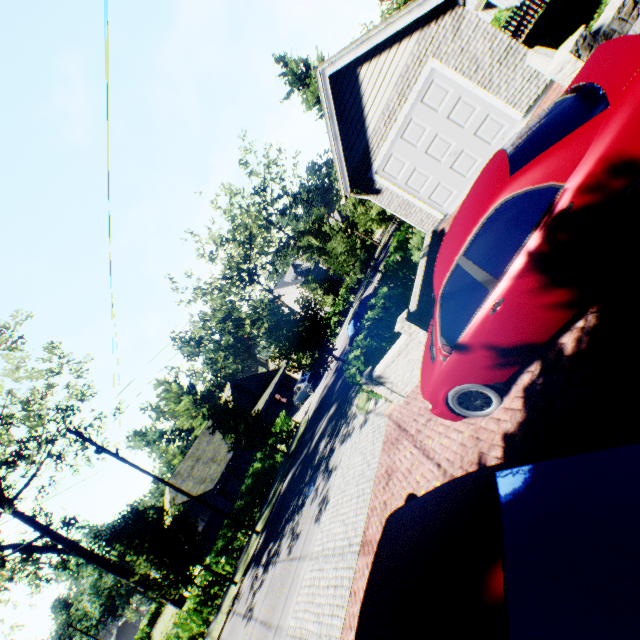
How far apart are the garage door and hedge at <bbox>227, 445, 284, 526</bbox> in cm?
1988

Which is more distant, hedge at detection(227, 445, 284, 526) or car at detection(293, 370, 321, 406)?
car at detection(293, 370, 321, 406)

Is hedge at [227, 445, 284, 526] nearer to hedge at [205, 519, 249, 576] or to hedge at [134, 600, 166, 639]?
hedge at [205, 519, 249, 576]

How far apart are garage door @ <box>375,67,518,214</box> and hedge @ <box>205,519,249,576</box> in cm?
2127

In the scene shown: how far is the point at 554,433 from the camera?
3.3 meters

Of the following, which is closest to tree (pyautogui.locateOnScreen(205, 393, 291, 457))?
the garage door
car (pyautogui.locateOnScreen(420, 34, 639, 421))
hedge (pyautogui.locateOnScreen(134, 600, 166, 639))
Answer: hedge (pyautogui.locateOnScreen(134, 600, 166, 639))

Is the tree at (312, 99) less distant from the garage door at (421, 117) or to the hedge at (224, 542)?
the hedge at (224, 542)

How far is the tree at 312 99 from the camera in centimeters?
2223cm
